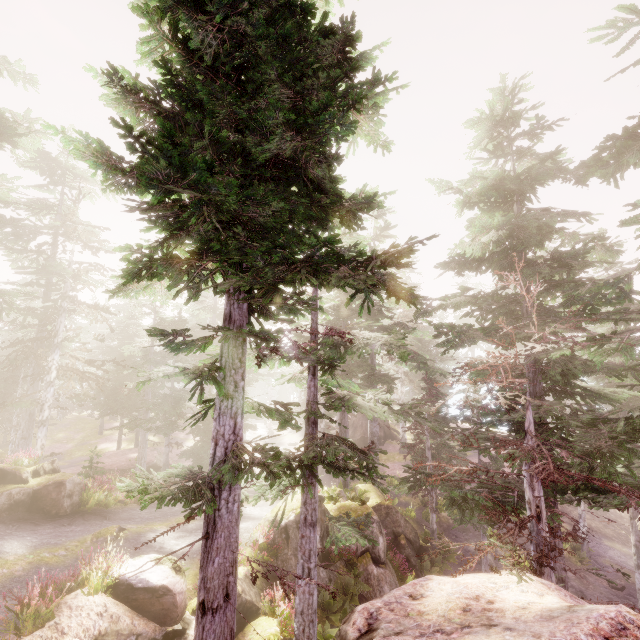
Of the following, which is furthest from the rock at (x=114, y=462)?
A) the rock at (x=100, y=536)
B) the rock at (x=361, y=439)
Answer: the rock at (x=361, y=439)

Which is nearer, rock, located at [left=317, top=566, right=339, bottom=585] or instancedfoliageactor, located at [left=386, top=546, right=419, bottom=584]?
rock, located at [left=317, top=566, right=339, bottom=585]

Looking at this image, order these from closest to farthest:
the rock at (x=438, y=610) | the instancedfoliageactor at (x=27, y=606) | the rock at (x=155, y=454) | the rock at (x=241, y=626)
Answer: the rock at (x=438, y=610)
the instancedfoliageactor at (x=27, y=606)
the rock at (x=241, y=626)
the rock at (x=155, y=454)

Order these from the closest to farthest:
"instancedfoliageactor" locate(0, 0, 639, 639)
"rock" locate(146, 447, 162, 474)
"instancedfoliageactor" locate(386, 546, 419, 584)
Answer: "instancedfoliageactor" locate(0, 0, 639, 639) → "instancedfoliageactor" locate(386, 546, 419, 584) → "rock" locate(146, 447, 162, 474)

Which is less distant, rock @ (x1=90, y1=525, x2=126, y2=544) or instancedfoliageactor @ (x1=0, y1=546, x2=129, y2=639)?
instancedfoliageactor @ (x1=0, y1=546, x2=129, y2=639)

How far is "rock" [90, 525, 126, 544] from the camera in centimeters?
1287cm

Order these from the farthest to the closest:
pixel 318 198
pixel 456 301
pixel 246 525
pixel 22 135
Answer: pixel 246 525, pixel 22 135, pixel 456 301, pixel 318 198
